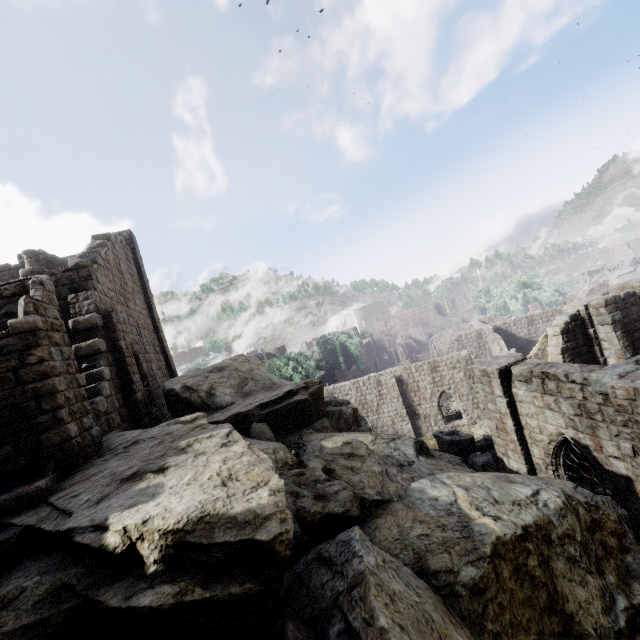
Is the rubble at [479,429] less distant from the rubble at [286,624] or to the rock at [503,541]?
the rock at [503,541]

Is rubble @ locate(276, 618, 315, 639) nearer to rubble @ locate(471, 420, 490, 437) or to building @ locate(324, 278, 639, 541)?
building @ locate(324, 278, 639, 541)

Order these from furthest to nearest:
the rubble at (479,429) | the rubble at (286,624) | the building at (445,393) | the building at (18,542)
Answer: the rubble at (479,429) → the building at (445,393) → the building at (18,542) → the rubble at (286,624)

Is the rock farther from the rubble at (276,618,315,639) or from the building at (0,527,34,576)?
the building at (0,527,34,576)

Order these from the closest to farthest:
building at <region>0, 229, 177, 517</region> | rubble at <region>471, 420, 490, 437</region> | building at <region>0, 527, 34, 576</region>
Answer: building at <region>0, 527, 34, 576</region>
building at <region>0, 229, 177, 517</region>
rubble at <region>471, 420, 490, 437</region>

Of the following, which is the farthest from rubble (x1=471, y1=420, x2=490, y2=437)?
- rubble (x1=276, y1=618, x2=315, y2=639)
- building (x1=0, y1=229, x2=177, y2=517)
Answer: rubble (x1=276, y1=618, x2=315, y2=639)

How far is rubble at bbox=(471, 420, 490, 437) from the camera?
25.0m

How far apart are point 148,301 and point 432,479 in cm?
1973
